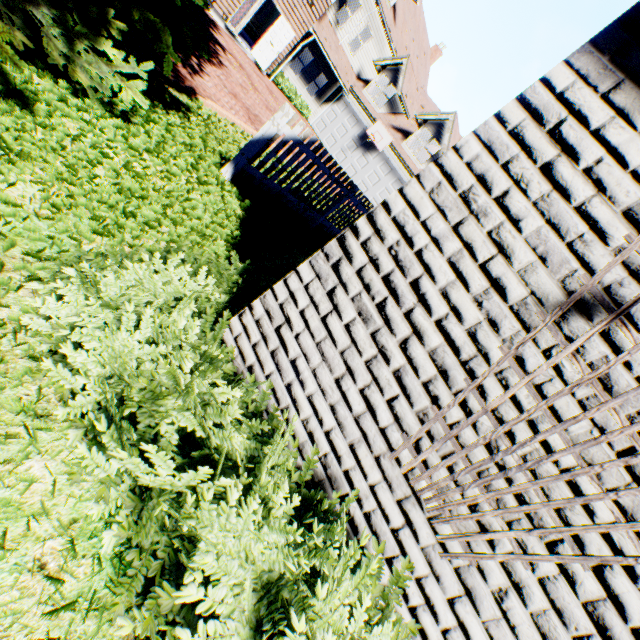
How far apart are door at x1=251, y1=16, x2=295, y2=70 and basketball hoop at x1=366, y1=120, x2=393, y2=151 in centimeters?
627cm

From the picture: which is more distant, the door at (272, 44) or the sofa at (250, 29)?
the sofa at (250, 29)

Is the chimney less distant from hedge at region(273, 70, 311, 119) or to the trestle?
hedge at region(273, 70, 311, 119)

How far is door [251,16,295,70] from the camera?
15.7 meters

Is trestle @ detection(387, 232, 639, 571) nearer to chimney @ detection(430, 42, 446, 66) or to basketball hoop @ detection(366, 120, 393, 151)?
basketball hoop @ detection(366, 120, 393, 151)

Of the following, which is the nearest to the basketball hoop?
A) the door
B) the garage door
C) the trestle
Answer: the garage door

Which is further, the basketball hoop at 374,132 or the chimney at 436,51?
the chimney at 436,51

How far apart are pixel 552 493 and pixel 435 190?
1.6 meters
